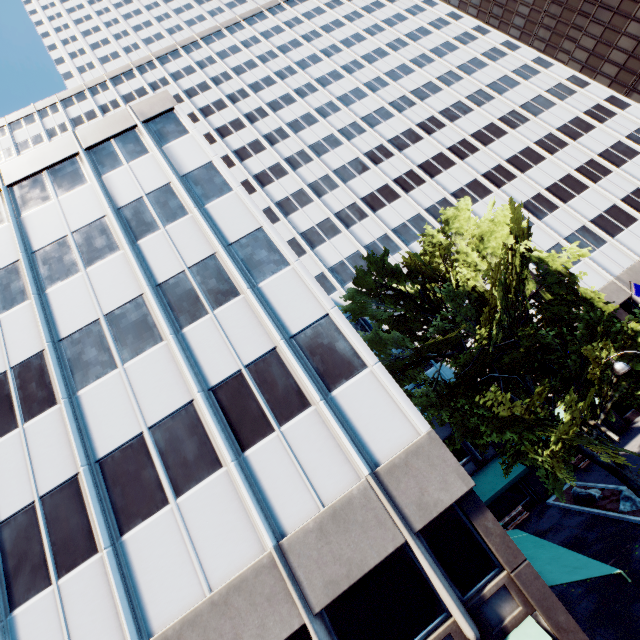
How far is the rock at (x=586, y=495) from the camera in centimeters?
1889cm

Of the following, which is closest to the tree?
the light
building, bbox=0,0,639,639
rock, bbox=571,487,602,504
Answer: building, bbox=0,0,639,639

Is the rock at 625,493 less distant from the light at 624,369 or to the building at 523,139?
the building at 523,139

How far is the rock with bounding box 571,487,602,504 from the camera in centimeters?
1889cm

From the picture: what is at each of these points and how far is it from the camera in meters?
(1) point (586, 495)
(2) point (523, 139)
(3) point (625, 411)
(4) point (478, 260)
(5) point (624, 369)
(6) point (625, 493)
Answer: (1) rock, 19.3 m
(2) building, 37.2 m
(3) building, 25.3 m
(4) tree, 16.7 m
(5) light, 10.4 m
(6) rock, 16.7 m

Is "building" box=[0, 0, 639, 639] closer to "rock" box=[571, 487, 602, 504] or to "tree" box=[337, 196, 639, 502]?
"tree" box=[337, 196, 639, 502]

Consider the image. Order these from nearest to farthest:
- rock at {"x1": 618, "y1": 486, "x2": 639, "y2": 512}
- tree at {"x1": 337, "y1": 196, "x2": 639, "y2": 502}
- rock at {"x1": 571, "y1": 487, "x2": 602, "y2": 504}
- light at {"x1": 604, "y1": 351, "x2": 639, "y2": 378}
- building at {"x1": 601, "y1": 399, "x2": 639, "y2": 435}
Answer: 1. light at {"x1": 604, "y1": 351, "x2": 639, "y2": 378}
2. tree at {"x1": 337, "y1": 196, "x2": 639, "y2": 502}
3. rock at {"x1": 618, "y1": 486, "x2": 639, "y2": 512}
4. rock at {"x1": 571, "y1": 487, "x2": 602, "y2": 504}
5. building at {"x1": 601, "y1": 399, "x2": 639, "y2": 435}

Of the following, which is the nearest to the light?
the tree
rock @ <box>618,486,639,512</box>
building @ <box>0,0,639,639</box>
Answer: the tree
